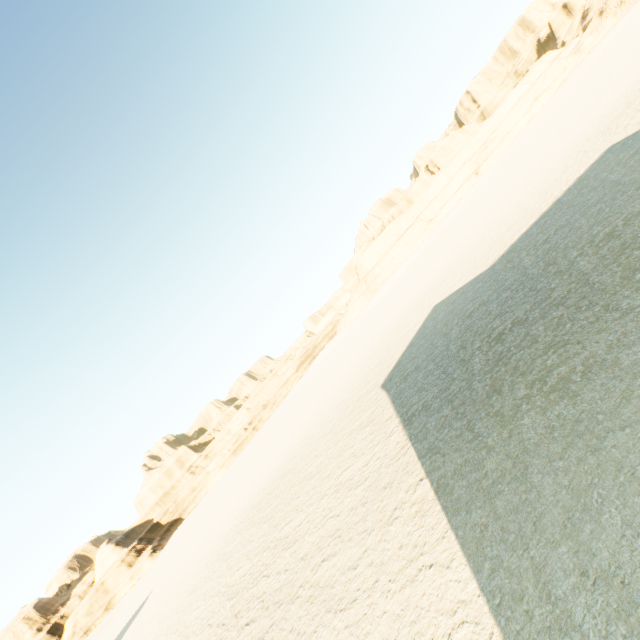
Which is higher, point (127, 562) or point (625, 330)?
point (127, 562)
